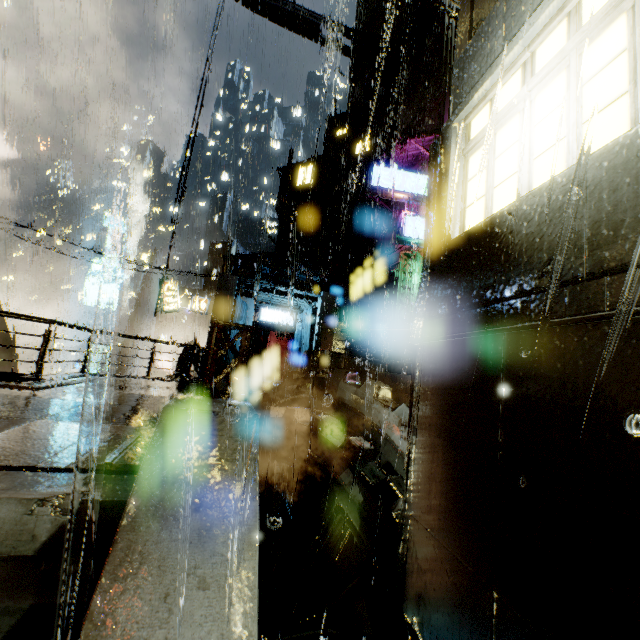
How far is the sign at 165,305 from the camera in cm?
2225

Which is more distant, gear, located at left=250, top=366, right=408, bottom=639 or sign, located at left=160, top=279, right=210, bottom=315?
→ sign, located at left=160, top=279, right=210, bottom=315

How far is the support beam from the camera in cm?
857

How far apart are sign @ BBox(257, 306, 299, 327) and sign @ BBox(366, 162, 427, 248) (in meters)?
9.36

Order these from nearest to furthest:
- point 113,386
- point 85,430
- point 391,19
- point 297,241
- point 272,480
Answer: point 85,430
point 272,480
point 113,386
point 391,19
point 297,241

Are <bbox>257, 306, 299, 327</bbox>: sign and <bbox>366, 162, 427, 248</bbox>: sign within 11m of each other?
yes

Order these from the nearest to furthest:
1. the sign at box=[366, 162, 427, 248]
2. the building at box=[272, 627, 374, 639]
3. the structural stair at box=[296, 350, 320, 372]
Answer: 1. the building at box=[272, 627, 374, 639]
2. the structural stair at box=[296, 350, 320, 372]
3. the sign at box=[366, 162, 427, 248]

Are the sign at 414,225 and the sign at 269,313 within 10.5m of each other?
yes
